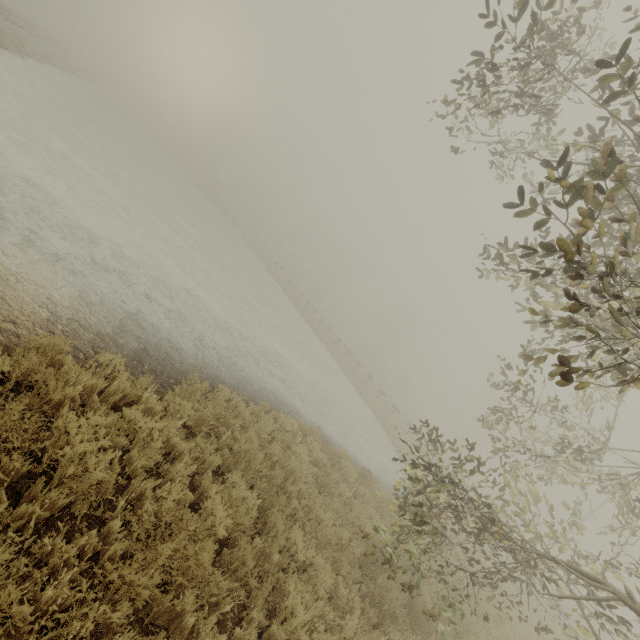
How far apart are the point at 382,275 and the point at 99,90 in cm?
4927
